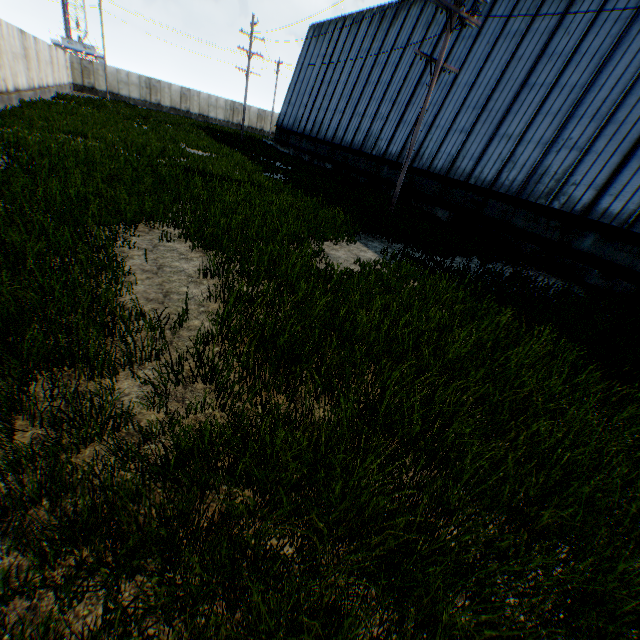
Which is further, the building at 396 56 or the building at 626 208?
the building at 396 56

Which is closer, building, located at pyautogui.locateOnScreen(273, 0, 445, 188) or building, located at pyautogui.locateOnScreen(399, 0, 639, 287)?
building, located at pyautogui.locateOnScreen(399, 0, 639, 287)

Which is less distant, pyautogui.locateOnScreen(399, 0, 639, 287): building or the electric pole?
the electric pole

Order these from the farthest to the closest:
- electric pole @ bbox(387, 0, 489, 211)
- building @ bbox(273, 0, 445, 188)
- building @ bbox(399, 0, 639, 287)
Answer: building @ bbox(273, 0, 445, 188), building @ bbox(399, 0, 639, 287), electric pole @ bbox(387, 0, 489, 211)

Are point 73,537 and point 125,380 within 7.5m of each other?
yes

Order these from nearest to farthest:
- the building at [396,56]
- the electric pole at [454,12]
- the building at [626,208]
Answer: the electric pole at [454,12], the building at [626,208], the building at [396,56]
